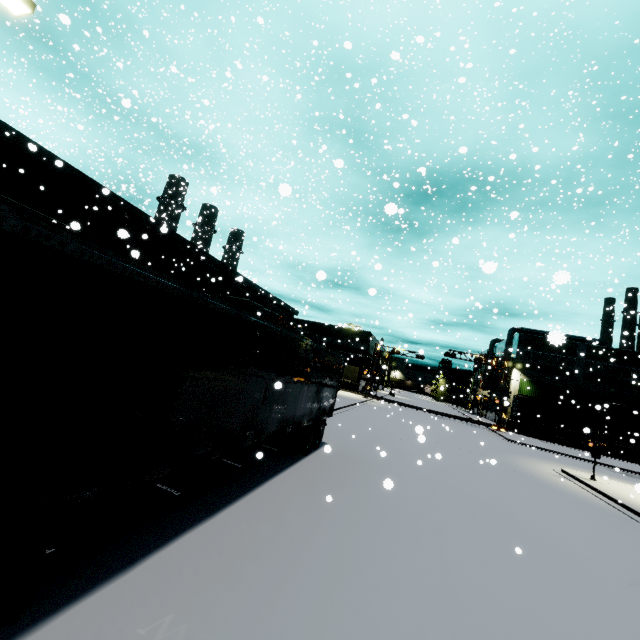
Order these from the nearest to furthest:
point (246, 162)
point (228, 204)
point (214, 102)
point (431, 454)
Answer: point (228, 204) < point (431, 454) < point (246, 162) < point (214, 102)

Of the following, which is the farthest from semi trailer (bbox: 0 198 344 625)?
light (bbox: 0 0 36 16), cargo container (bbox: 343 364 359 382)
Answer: cargo container (bbox: 343 364 359 382)

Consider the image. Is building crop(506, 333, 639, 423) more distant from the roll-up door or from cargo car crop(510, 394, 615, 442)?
cargo car crop(510, 394, 615, 442)

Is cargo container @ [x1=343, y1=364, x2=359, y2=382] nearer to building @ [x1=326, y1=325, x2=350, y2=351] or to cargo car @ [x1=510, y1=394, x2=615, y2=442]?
cargo car @ [x1=510, y1=394, x2=615, y2=442]

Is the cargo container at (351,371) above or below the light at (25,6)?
below

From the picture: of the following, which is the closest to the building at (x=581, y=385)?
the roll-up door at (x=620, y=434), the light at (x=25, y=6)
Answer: the roll-up door at (x=620, y=434)

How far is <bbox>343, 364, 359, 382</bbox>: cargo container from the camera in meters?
52.5 m

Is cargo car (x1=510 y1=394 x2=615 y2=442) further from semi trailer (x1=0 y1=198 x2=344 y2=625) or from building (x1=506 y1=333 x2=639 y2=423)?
building (x1=506 y1=333 x2=639 y2=423)
